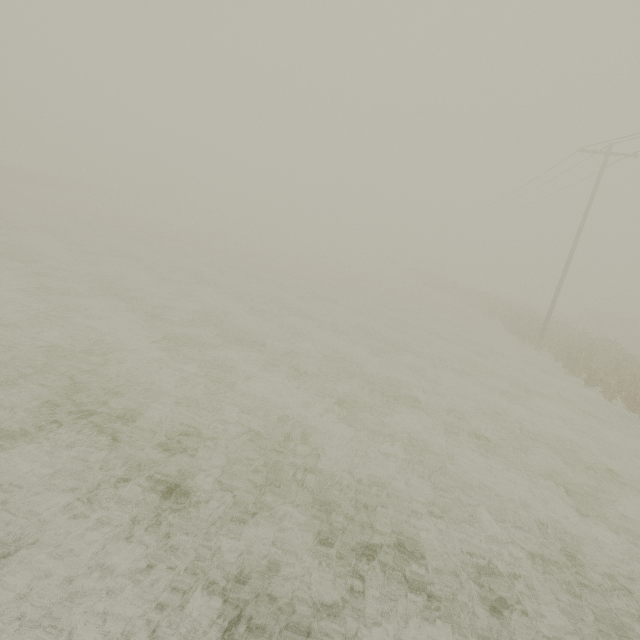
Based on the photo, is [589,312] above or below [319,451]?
above
